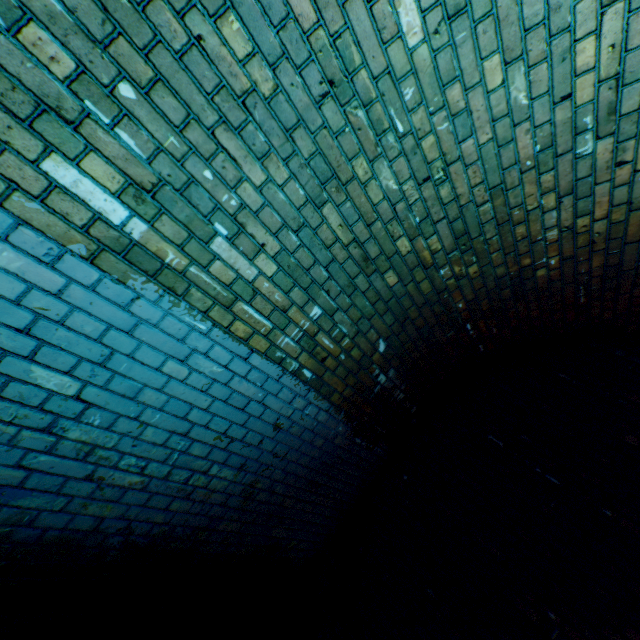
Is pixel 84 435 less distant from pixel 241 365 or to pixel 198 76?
pixel 241 365
